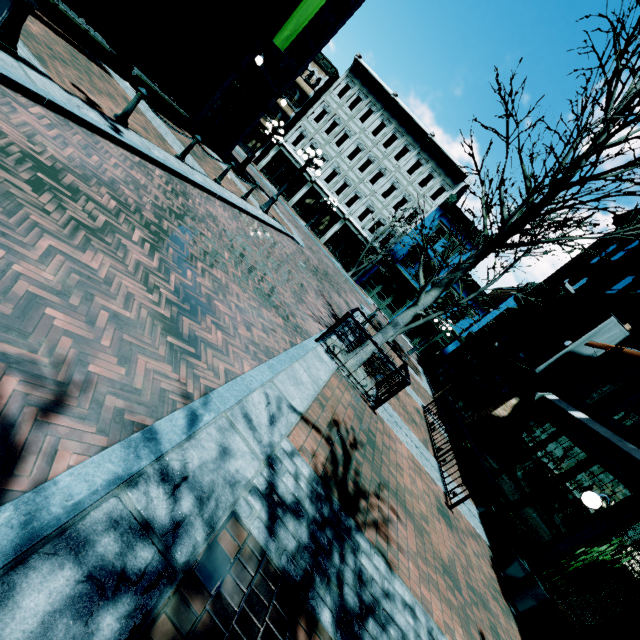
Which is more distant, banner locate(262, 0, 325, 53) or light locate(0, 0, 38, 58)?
banner locate(262, 0, 325, 53)

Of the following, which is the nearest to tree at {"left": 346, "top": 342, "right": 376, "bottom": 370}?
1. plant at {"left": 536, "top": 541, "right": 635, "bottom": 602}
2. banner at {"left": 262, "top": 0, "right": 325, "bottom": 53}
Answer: plant at {"left": 536, "top": 541, "right": 635, "bottom": 602}

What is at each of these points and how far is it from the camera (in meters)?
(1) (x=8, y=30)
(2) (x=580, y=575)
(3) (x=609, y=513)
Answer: (1) light, 4.74
(2) plant, 5.20
(3) light, 6.32

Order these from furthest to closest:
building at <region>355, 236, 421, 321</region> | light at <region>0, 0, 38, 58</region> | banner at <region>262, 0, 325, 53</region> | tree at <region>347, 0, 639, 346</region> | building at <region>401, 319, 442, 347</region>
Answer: building at <region>401, 319, 442, 347</region>, building at <region>355, 236, 421, 321</region>, banner at <region>262, 0, 325, 53</region>, tree at <region>347, 0, 639, 346</region>, light at <region>0, 0, 38, 58</region>

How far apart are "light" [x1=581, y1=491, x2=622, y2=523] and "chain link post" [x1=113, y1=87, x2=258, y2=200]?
12.31m

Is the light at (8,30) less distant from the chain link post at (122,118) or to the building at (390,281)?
the chain link post at (122,118)

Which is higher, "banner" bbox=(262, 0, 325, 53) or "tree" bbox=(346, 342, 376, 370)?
"banner" bbox=(262, 0, 325, 53)

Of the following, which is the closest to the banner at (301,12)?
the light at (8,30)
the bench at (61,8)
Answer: the bench at (61,8)
